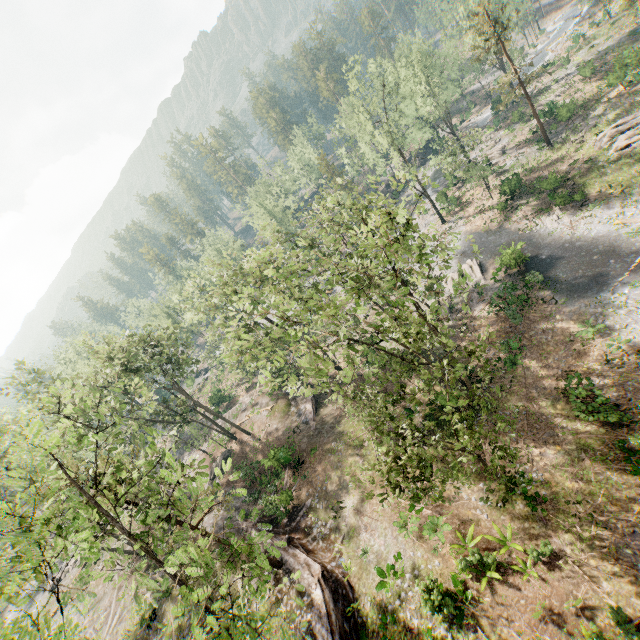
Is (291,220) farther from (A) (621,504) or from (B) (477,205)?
(A) (621,504)

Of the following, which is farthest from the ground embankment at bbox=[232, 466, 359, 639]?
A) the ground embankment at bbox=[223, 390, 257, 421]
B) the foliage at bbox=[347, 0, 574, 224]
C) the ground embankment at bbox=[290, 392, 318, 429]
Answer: the ground embankment at bbox=[223, 390, 257, 421]

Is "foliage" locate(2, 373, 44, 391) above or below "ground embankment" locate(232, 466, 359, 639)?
above

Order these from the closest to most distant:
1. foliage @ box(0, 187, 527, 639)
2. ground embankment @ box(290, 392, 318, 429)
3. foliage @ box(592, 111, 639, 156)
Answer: foliage @ box(0, 187, 527, 639)
foliage @ box(592, 111, 639, 156)
ground embankment @ box(290, 392, 318, 429)

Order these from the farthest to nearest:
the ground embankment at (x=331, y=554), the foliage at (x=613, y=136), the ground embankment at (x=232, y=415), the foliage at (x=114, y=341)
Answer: the ground embankment at (x=232, y=415), the foliage at (x=613, y=136), the ground embankment at (x=331, y=554), the foliage at (x=114, y=341)

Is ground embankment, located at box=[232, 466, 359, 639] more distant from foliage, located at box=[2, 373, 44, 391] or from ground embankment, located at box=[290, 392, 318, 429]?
ground embankment, located at box=[290, 392, 318, 429]

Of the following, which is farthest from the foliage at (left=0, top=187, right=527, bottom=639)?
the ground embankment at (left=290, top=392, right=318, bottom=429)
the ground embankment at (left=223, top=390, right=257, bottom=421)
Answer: the ground embankment at (left=290, top=392, right=318, bottom=429)

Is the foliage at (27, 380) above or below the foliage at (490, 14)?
above
